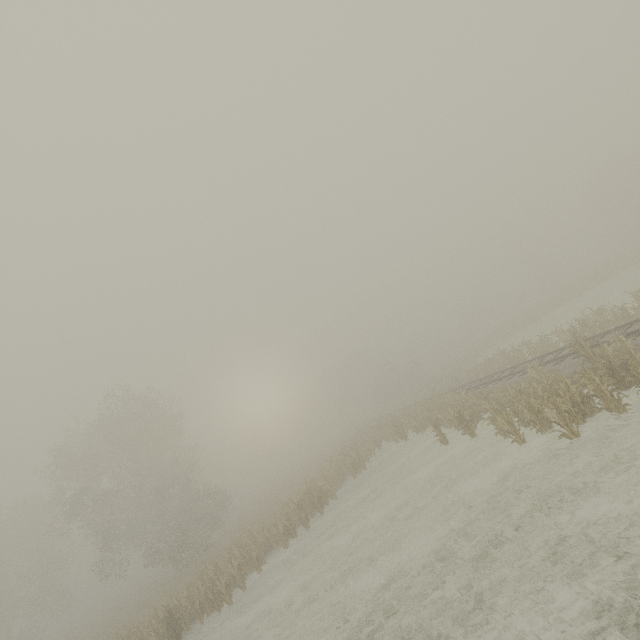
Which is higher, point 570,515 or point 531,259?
point 531,259
